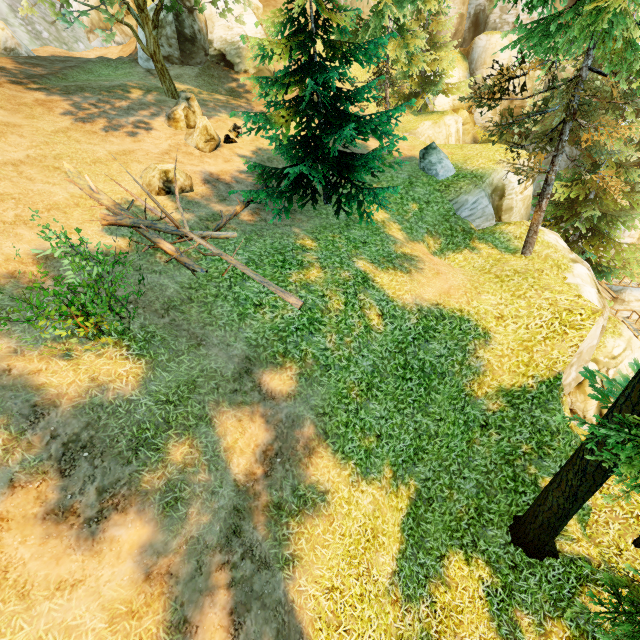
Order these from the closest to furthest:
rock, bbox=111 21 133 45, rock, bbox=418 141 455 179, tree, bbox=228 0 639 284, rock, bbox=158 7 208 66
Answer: tree, bbox=228 0 639 284 < rock, bbox=418 141 455 179 < rock, bbox=158 7 208 66 < rock, bbox=111 21 133 45

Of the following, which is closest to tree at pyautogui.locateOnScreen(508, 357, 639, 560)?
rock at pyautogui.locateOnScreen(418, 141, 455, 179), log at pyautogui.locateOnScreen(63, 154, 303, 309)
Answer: log at pyautogui.locateOnScreen(63, 154, 303, 309)

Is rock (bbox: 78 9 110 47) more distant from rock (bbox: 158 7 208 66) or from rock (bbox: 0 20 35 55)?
rock (bbox: 0 20 35 55)

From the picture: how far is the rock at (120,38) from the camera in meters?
28.0 m

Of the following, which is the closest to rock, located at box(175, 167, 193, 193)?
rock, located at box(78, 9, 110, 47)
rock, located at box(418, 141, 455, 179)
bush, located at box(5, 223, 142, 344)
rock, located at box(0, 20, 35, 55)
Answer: bush, located at box(5, 223, 142, 344)

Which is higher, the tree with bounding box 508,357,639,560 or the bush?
the bush

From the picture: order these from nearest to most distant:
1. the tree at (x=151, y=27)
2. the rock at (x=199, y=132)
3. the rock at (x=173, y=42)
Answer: the tree at (x=151, y=27), the rock at (x=199, y=132), the rock at (x=173, y=42)

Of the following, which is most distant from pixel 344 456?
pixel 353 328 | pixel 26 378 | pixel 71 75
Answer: pixel 71 75
